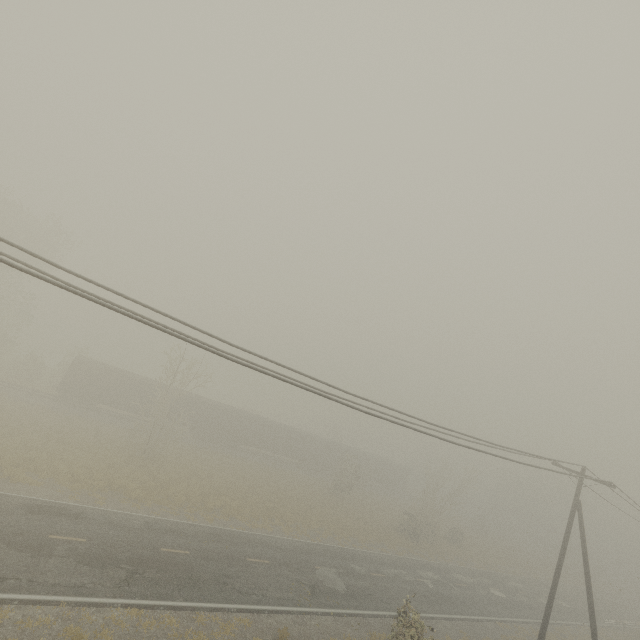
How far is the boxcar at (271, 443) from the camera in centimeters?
3994cm

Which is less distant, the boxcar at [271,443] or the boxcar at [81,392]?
the boxcar at [81,392]

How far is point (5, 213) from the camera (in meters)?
33.91

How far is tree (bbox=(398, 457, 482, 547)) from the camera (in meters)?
35.75

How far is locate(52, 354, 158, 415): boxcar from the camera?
33.6m

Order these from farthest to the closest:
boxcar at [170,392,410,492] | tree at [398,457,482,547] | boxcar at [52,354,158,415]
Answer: boxcar at [170,392,410,492] < tree at [398,457,482,547] < boxcar at [52,354,158,415]

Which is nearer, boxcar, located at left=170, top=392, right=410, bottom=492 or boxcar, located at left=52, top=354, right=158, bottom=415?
boxcar, located at left=52, top=354, right=158, bottom=415
